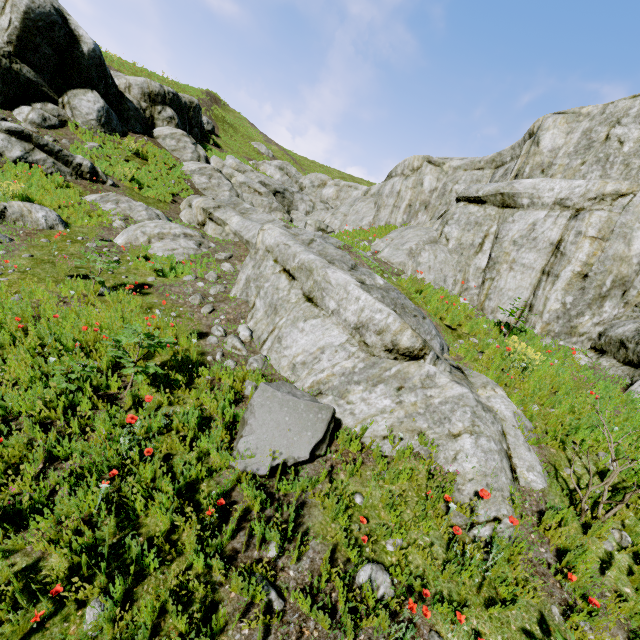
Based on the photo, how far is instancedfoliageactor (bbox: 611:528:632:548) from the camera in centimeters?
407cm

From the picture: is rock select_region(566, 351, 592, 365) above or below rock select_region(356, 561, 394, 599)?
above

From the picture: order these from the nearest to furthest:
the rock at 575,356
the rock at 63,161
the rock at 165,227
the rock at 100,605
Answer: the rock at 100,605
the rock at 575,356
the rock at 165,227
the rock at 63,161

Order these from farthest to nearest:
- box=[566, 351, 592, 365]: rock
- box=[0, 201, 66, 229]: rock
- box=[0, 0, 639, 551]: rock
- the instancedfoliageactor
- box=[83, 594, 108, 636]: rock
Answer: box=[0, 201, 66, 229]: rock
box=[566, 351, 592, 365]: rock
box=[0, 0, 639, 551]: rock
the instancedfoliageactor
box=[83, 594, 108, 636]: rock

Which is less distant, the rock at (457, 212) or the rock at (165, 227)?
the rock at (457, 212)

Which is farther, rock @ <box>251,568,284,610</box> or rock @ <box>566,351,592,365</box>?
rock @ <box>566,351,592,365</box>

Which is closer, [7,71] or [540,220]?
[540,220]
